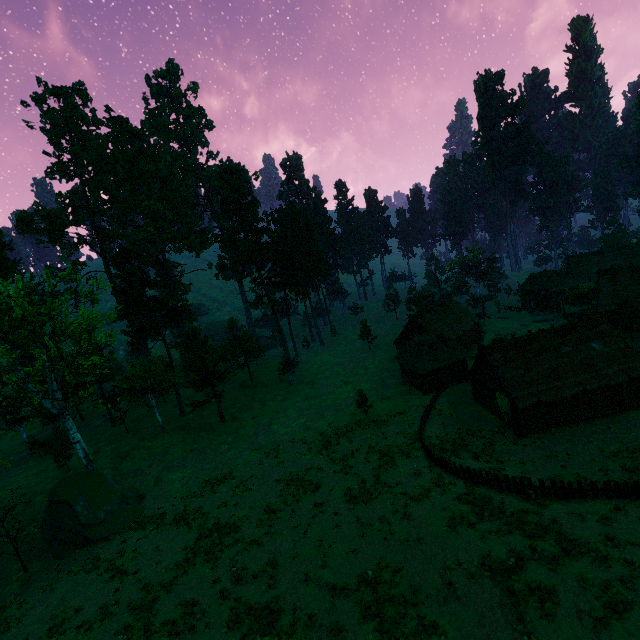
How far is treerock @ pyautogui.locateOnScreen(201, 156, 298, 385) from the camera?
50.88m

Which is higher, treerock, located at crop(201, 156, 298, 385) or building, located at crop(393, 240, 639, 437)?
treerock, located at crop(201, 156, 298, 385)

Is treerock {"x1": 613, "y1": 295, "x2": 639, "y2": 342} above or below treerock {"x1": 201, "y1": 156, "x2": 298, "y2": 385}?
below

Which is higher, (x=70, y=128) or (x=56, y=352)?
(x=70, y=128)

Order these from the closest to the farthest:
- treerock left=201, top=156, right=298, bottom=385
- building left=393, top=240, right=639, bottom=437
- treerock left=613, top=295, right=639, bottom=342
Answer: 1. building left=393, top=240, right=639, bottom=437
2. treerock left=613, top=295, right=639, bottom=342
3. treerock left=201, top=156, right=298, bottom=385

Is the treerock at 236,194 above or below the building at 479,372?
above

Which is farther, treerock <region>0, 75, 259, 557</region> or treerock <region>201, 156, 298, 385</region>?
treerock <region>201, 156, 298, 385</region>

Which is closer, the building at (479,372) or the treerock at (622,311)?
the building at (479,372)
